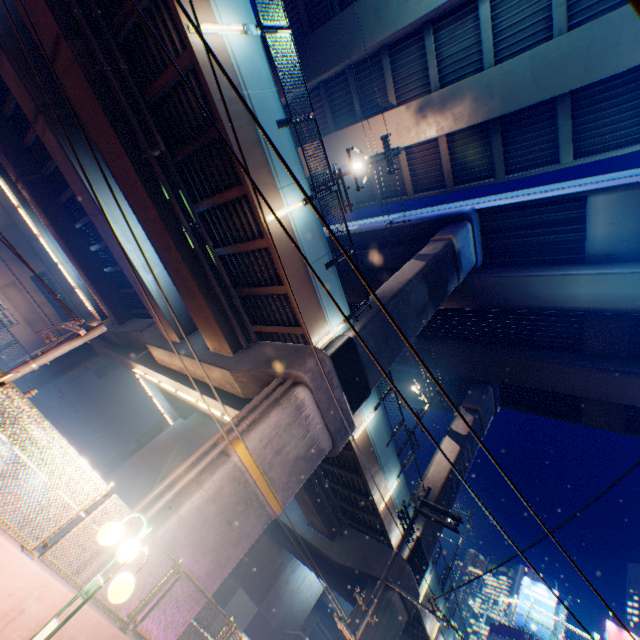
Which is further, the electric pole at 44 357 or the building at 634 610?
the building at 634 610

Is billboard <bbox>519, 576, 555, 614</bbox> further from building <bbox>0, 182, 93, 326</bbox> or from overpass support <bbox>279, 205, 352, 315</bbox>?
building <bbox>0, 182, 93, 326</bbox>

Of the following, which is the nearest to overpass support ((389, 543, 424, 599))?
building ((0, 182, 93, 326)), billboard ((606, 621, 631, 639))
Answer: building ((0, 182, 93, 326))

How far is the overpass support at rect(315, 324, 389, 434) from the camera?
12.1 meters

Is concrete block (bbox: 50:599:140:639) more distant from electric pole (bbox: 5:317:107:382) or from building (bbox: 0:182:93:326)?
building (bbox: 0:182:93:326)

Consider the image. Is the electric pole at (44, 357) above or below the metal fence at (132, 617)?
above

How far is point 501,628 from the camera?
28.3 meters

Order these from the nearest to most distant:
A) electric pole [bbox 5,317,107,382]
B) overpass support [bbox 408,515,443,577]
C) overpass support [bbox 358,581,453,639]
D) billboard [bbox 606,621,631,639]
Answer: electric pole [bbox 5,317,107,382] → overpass support [bbox 358,581,453,639] → overpass support [bbox 408,515,443,577] → billboard [bbox 606,621,631,639]
